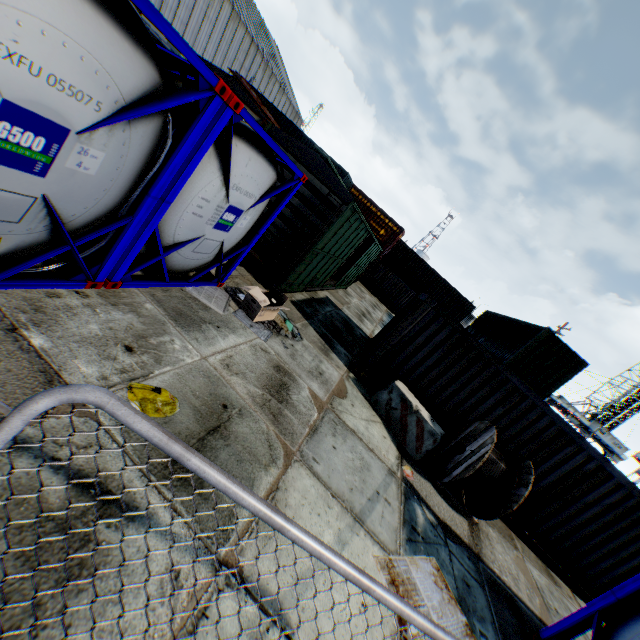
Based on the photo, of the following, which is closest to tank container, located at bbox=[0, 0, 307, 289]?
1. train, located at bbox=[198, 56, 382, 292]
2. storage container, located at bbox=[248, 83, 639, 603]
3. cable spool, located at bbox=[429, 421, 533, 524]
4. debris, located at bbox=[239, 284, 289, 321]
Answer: debris, located at bbox=[239, 284, 289, 321]

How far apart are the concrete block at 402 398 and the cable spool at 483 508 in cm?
19

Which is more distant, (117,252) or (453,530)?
(453,530)

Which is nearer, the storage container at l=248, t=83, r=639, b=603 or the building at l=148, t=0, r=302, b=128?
the storage container at l=248, t=83, r=639, b=603

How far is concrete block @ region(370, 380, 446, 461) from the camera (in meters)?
7.45

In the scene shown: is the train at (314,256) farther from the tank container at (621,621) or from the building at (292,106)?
the building at (292,106)

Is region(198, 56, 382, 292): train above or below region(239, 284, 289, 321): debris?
above

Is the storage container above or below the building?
below
